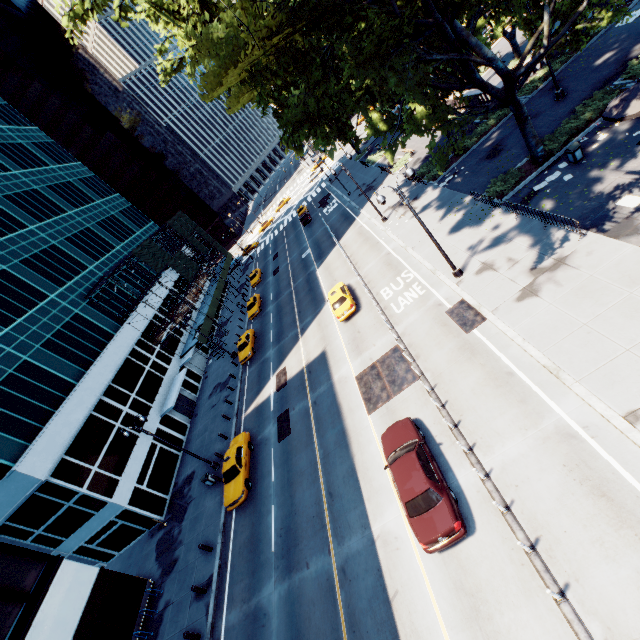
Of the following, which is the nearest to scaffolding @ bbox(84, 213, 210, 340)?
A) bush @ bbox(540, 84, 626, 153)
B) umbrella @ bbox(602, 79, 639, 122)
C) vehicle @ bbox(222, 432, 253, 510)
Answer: vehicle @ bbox(222, 432, 253, 510)

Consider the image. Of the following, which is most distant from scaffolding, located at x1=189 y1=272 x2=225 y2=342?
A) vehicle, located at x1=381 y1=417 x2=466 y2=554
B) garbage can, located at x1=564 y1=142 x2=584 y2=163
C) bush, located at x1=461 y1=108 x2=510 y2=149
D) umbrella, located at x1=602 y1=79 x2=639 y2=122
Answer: umbrella, located at x1=602 y1=79 x2=639 y2=122

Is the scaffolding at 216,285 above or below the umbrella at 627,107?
above

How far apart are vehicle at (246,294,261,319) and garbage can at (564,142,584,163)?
32.4m

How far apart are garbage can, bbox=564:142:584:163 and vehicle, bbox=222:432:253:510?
27.31m

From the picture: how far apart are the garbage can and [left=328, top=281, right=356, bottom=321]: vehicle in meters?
15.7

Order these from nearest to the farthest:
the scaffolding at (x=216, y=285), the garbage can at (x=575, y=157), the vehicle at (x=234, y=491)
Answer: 1. the garbage can at (x=575, y=157)
2. the vehicle at (x=234, y=491)
3. the scaffolding at (x=216, y=285)

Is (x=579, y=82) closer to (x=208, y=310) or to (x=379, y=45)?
(x=379, y=45)
